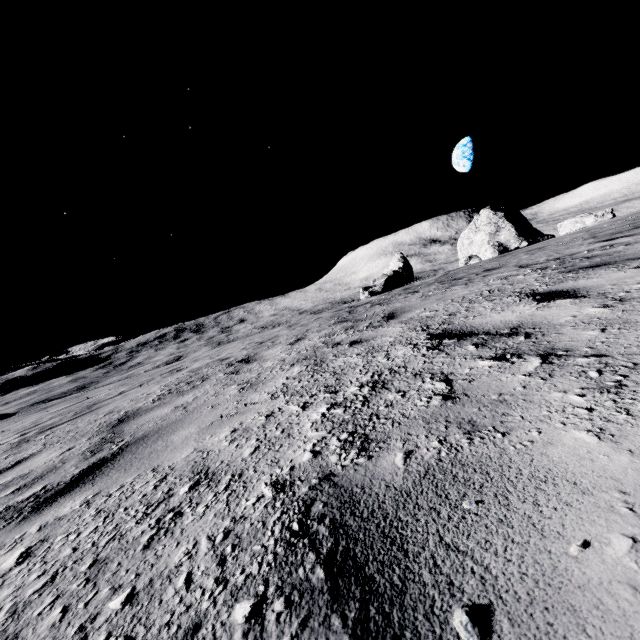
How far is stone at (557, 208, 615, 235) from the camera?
21.4m

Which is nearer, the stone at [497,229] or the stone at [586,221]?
the stone at [586,221]

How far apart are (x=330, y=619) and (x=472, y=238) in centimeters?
3703cm

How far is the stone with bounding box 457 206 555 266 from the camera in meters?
30.3 m

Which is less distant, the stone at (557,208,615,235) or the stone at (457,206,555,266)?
the stone at (557,208,615,235)

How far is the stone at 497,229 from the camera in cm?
3027
